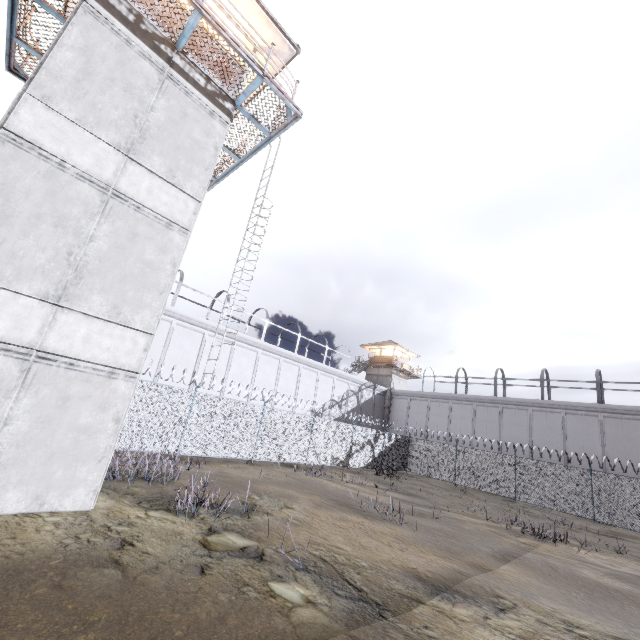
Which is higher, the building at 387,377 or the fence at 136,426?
the building at 387,377

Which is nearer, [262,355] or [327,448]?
[327,448]

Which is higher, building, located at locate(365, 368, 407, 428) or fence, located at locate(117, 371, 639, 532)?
building, located at locate(365, 368, 407, 428)

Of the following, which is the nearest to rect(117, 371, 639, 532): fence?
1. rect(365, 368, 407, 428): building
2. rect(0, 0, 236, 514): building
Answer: rect(0, 0, 236, 514): building

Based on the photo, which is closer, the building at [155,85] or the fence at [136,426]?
the building at [155,85]

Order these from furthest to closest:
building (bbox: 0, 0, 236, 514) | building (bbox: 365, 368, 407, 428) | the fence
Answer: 1. building (bbox: 365, 368, 407, 428)
2. the fence
3. building (bbox: 0, 0, 236, 514)
